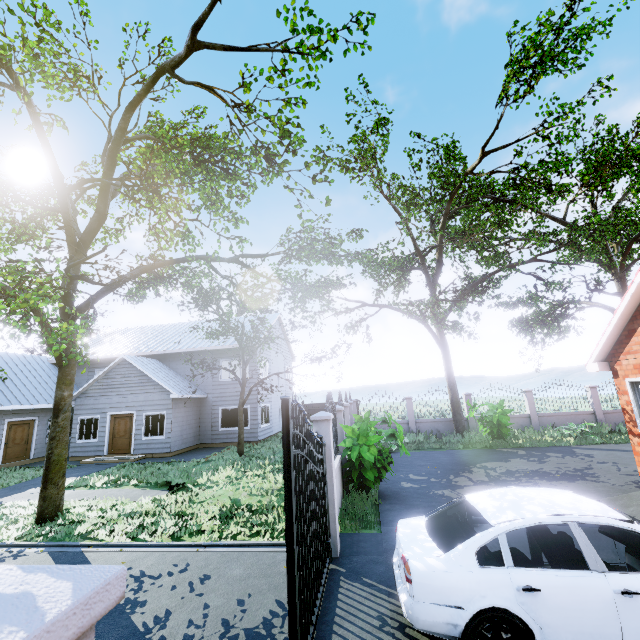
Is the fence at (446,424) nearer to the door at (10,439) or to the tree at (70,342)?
the tree at (70,342)

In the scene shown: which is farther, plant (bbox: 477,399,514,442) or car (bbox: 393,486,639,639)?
plant (bbox: 477,399,514,442)

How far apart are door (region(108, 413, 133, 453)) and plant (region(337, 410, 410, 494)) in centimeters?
1353cm

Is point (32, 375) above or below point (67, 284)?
below

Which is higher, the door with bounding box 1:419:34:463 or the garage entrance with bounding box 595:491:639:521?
the door with bounding box 1:419:34:463

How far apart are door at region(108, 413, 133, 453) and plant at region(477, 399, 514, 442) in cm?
1799

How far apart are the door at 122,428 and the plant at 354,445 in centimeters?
1353cm

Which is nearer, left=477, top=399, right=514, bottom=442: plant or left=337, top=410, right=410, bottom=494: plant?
left=337, top=410, right=410, bottom=494: plant
